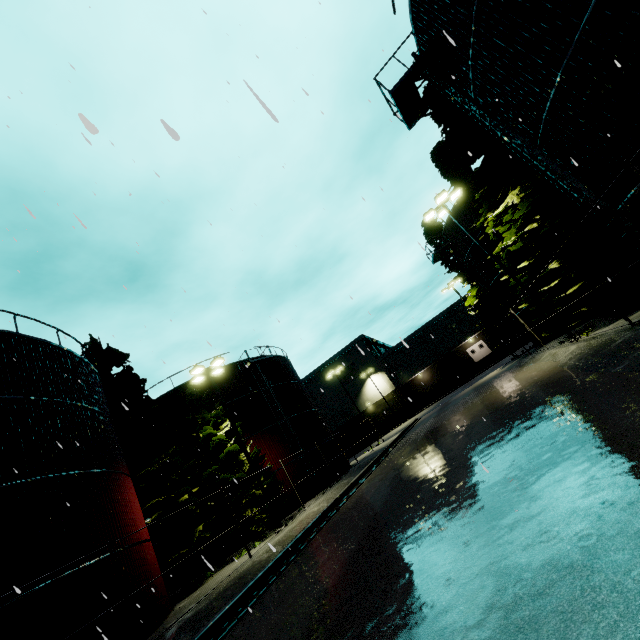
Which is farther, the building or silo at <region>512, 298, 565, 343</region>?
the building

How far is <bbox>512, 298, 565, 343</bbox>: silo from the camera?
22.81m

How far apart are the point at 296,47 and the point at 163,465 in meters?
21.3 m

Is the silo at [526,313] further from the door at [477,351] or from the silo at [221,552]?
the door at [477,351]

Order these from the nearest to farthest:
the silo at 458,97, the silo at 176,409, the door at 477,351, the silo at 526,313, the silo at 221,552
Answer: the silo at 458,97 → the silo at 221,552 → the silo at 526,313 → the silo at 176,409 → the door at 477,351

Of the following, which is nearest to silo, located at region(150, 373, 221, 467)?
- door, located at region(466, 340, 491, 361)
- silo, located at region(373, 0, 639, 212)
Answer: silo, located at region(373, 0, 639, 212)

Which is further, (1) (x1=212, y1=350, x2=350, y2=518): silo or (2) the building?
(2) the building
